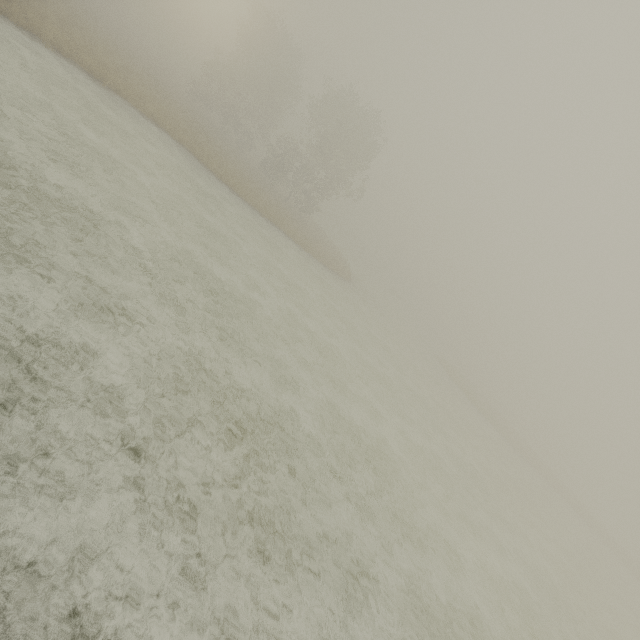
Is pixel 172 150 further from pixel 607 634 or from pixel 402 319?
pixel 402 319
